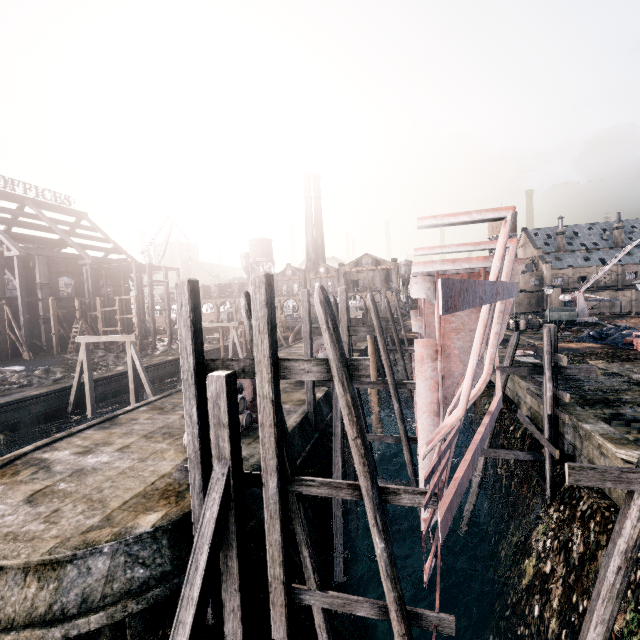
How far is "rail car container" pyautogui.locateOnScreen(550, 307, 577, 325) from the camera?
43.3 meters

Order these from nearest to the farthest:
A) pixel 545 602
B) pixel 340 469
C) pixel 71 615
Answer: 1. pixel 71 615
2. pixel 545 602
3. pixel 340 469

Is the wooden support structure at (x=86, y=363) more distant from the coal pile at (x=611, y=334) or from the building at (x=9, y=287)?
the coal pile at (x=611, y=334)

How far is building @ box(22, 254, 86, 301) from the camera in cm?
3959

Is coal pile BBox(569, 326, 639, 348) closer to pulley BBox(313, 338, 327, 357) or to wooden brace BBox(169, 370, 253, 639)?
pulley BBox(313, 338, 327, 357)

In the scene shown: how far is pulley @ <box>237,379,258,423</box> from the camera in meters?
15.9 m

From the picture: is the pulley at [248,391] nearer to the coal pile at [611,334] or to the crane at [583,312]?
the coal pile at [611,334]

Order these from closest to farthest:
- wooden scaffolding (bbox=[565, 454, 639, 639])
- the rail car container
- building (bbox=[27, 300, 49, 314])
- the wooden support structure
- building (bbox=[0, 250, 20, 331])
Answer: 1. wooden scaffolding (bbox=[565, 454, 639, 639])
2. the wooden support structure
3. building (bbox=[0, 250, 20, 331])
4. building (bbox=[27, 300, 49, 314])
5. the rail car container
